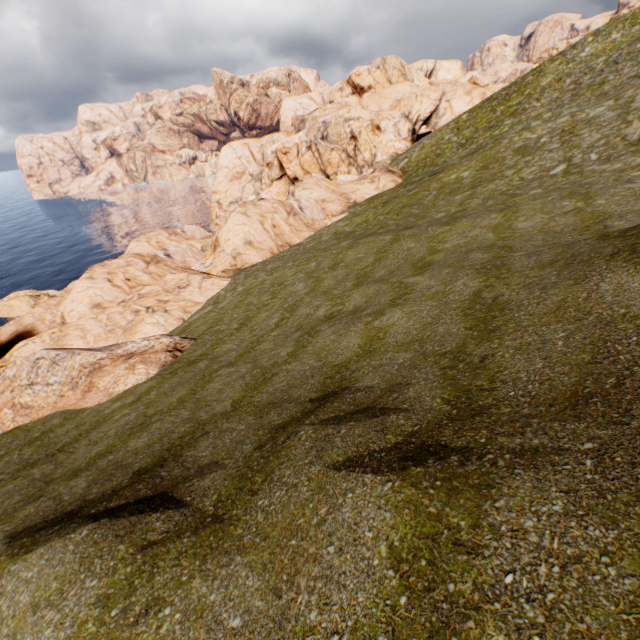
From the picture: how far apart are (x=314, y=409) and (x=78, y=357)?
16.1m
